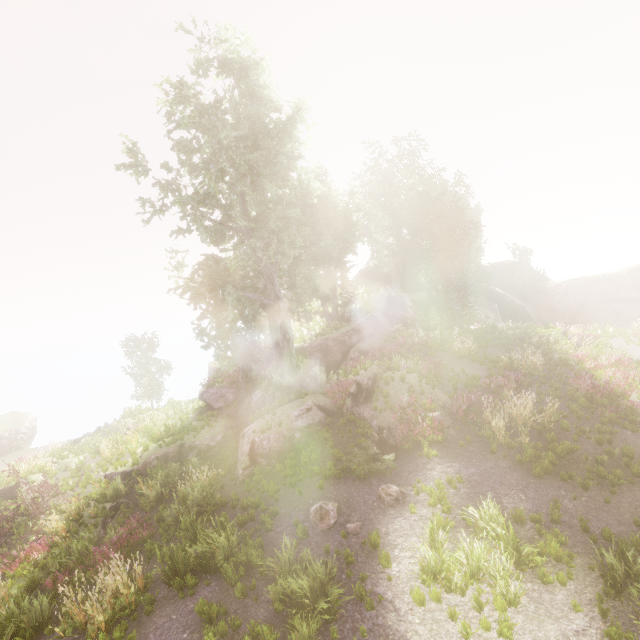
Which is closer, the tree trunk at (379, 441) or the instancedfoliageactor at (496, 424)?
the tree trunk at (379, 441)

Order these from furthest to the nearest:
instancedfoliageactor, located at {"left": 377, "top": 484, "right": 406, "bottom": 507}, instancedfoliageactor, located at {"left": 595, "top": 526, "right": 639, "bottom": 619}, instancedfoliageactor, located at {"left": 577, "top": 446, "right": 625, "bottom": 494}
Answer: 1. instancedfoliageactor, located at {"left": 377, "top": 484, "right": 406, "bottom": 507}
2. instancedfoliageactor, located at {"left": 577, "top": 446, "right": 625, "bottom": 494}
3. instancedfoliageactor, located at {"left": 595, "top": 526, "right": 639, "bottom": 619}

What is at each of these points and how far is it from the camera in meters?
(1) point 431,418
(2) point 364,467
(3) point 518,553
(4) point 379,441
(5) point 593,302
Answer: (1) instancedfoliageactor, 11.7 m
(2) instancedfoliageactor, 10.4 m
(3) instancedfoliageactor, 7.0 m
(4) tree trunk, 11.1 m
(5) rock, 34.9 m

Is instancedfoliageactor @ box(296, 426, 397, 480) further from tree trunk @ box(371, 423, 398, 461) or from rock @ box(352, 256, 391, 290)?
tree trunk @ box(371, 423, 398, 461)

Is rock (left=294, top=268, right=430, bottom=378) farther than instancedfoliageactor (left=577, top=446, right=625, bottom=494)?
Yes

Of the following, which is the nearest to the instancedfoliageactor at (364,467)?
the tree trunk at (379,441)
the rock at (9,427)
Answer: the rock at (9,427)

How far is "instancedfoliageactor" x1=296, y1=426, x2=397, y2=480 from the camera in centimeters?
1038cm
